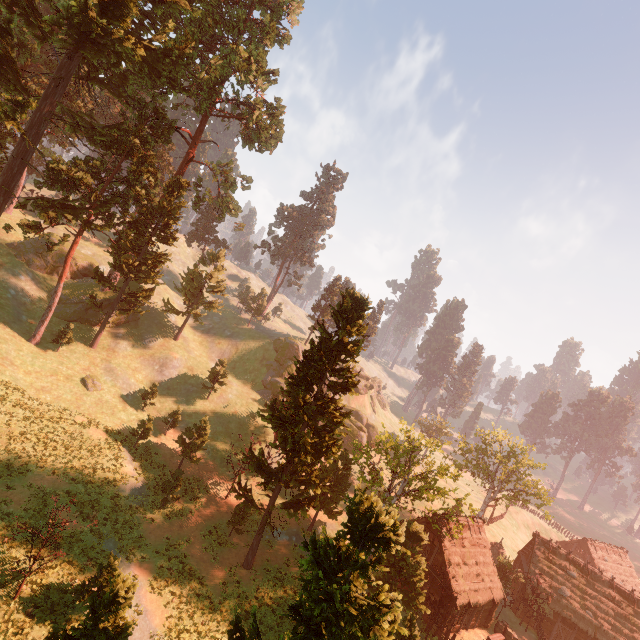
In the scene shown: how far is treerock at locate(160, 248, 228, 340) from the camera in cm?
4962

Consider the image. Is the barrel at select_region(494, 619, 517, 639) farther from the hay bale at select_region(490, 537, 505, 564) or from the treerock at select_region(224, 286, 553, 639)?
the hay bale at select_region(490, 537, 505, 564)

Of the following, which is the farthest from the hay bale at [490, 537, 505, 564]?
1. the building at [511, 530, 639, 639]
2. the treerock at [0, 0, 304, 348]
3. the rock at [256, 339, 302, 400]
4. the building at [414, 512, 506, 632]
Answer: the rock at [256, 339, 302, 400]

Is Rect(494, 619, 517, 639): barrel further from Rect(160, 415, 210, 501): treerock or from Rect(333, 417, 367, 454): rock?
Rect(333, 417, 367, 454): rock

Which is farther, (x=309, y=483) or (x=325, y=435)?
(x=309, y=483)

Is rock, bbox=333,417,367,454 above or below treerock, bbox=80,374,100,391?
above

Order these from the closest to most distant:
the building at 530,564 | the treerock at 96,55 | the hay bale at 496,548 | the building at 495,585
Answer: the building at 495,585
the treerock at 96,55
the building at 530,564
the hay bale at 496,548

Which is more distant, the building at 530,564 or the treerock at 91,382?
the treerock at 91,382
